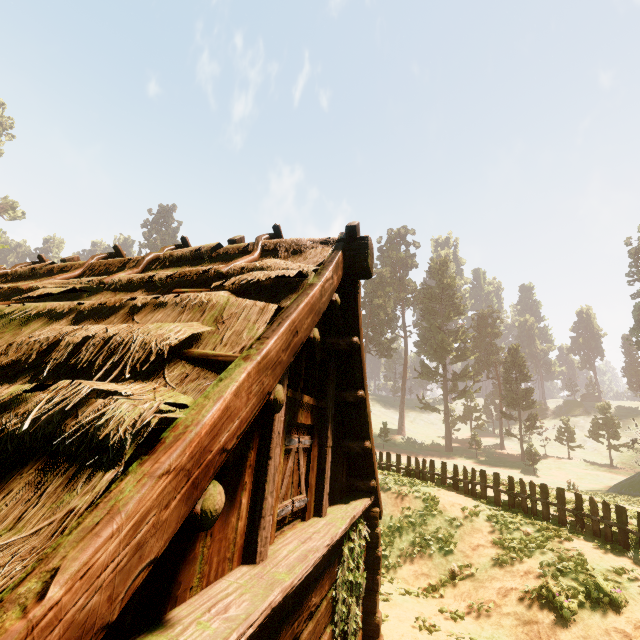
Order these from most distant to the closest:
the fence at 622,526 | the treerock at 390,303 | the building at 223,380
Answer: the treerock at 390,303
the fence at 622,526
the building at 223,380

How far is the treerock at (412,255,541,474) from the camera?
45.75m

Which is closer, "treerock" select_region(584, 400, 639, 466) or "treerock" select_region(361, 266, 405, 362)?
"treerock" select_region(584, 400, 639, 466)

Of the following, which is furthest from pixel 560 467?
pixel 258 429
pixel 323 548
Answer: pixel 258 429

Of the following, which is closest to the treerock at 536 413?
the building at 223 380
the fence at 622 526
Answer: the building at 223 380

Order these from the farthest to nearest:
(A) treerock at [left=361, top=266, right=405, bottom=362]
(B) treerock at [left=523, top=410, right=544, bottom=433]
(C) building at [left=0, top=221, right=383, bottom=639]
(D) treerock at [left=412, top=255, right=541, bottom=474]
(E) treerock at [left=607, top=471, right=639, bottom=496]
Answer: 1. (A) treerock at [left=361, top=266, right=405, bottom=362]
2. (D) treerock at [left=412, top=255, right=541, bottom=474]
3. (B) treerock at [left=523, top=410, right=544, bottom=433]
4. (E) treerock at [left=607, top=471, right=639, bottom=496]
5. (C) building at [left=0, top=221, right=383, bottom=639]

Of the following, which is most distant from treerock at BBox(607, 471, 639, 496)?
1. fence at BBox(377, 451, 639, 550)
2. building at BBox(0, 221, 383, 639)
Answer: fence at BBox(377, 451, 639, 550)
